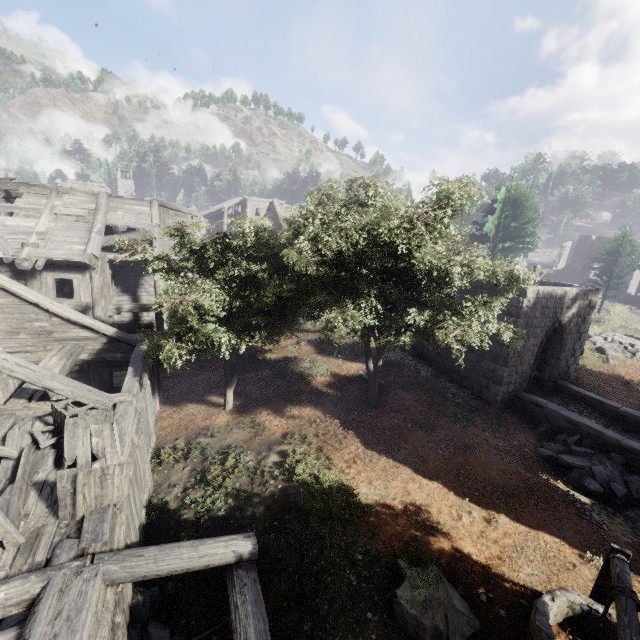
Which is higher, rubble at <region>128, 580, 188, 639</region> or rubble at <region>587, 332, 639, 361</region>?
rubble at <region>587, 332, 639, 361</region>

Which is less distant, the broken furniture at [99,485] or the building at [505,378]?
the broken furniture at [99,485]

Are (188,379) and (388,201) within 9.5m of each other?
no

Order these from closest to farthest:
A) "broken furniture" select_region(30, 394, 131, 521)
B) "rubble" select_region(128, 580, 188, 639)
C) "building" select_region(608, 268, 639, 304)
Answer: "broken furniture" select_region(30, 394, 131, 521) < "rubble" select_region(128, 580, 188, 639) < "building" select_region(608, 268, 639, 304)

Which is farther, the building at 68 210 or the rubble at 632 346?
the rubble at 632 346

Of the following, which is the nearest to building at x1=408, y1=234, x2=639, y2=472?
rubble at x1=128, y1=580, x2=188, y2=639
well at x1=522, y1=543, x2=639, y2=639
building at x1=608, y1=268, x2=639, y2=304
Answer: rubble at x1=128, y1=580, x2=188, y2=639

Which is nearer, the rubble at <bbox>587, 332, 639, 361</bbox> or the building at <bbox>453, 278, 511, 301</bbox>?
the building at <bbox>453, 278, 511, 301</bbox>

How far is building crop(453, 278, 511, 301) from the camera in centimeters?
1334cm
